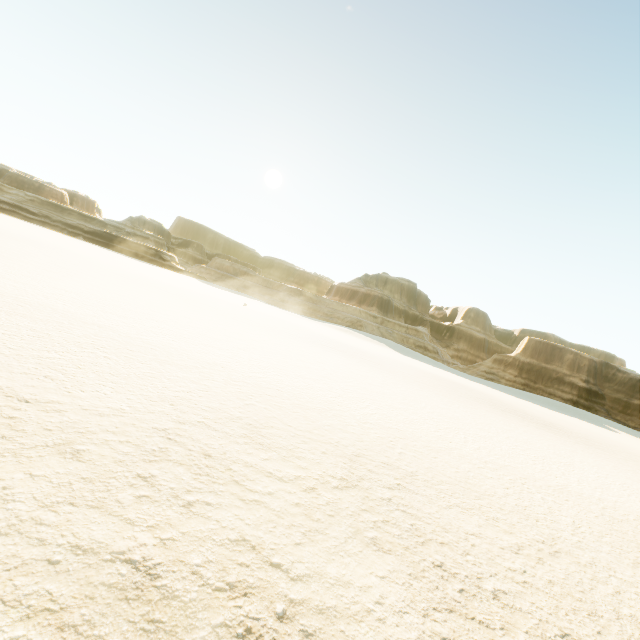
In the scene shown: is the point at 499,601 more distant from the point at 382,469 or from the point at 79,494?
the point at 79,494
